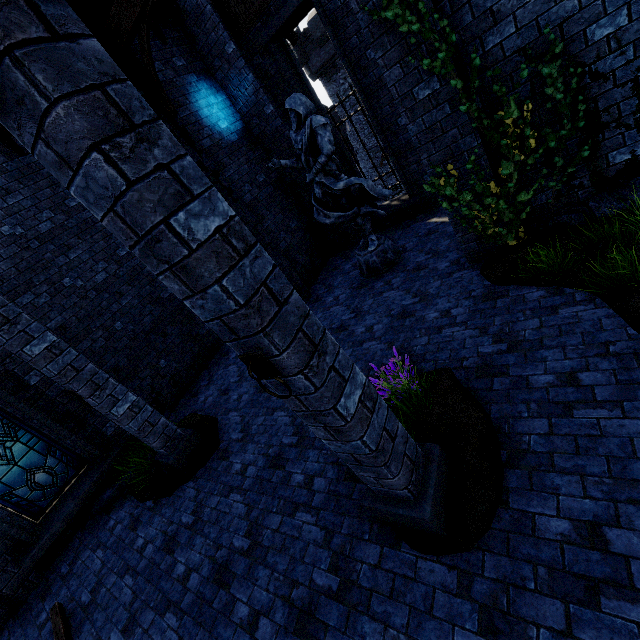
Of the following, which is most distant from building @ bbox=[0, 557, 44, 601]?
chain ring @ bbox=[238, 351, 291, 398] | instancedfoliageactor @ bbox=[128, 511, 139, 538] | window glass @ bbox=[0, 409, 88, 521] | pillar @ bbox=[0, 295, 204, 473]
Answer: chain ring @ bbox=[238, 351, 291, 398]

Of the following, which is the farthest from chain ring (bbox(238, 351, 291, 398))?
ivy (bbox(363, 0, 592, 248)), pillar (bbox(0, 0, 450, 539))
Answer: ivy (bbox(363, 0, 592, 248))

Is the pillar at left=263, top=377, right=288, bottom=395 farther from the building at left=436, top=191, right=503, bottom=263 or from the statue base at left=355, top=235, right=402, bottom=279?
the statue base at left=355, top=235, right=402, bottom=279

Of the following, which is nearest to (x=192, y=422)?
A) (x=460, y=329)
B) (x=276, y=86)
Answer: (x=460, y=329)

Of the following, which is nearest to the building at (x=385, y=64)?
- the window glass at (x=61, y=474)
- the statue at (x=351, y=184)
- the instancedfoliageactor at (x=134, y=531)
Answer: the window glass at (x=61, y=474)

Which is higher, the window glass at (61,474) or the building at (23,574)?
the window glass at (61,474)

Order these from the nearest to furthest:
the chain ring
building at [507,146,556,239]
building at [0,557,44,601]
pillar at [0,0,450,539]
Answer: pillar at [0,0,450,539]
the chain ring
building at [507,146,556,239]
building at [0,557,44,601]

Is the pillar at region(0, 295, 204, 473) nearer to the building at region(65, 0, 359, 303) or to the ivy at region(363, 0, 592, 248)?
the building at region(65, 0, 359, 303)
